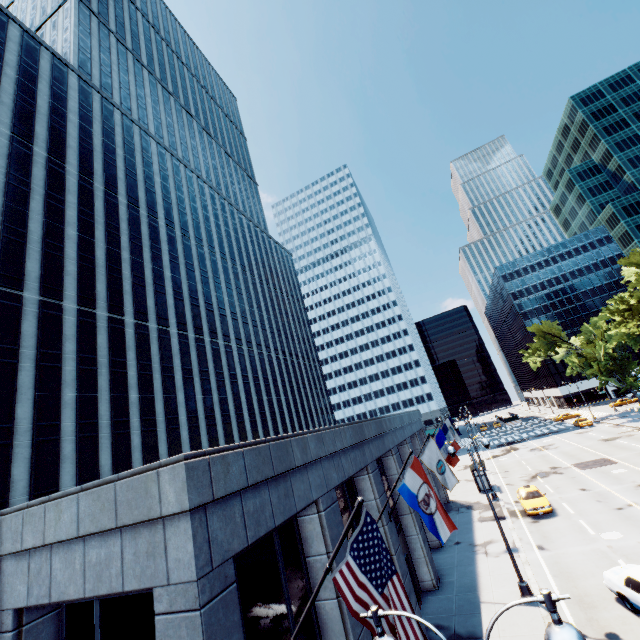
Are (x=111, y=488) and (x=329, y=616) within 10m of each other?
yes

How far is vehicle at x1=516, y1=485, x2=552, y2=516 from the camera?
24.3 meters

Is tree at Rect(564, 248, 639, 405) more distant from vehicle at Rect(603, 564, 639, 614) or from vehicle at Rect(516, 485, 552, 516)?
vehicle at Rect(516, 485, 552, 516)

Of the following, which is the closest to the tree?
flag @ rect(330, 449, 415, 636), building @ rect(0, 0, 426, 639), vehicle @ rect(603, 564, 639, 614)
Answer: vehicle @ rect(603, 564, 639, 614)

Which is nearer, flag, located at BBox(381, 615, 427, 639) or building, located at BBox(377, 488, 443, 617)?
flag, located at BBox(381, 615, 427, 639)

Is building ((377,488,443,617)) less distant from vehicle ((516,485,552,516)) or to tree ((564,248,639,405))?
vehicle ((516,485,552,516))

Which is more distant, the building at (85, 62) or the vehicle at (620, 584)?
the vehicle at (620, 584)

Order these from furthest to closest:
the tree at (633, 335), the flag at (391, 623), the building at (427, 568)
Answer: the tree at (633, 335) → the building at (427, 568) → the flag at (391, 623)
